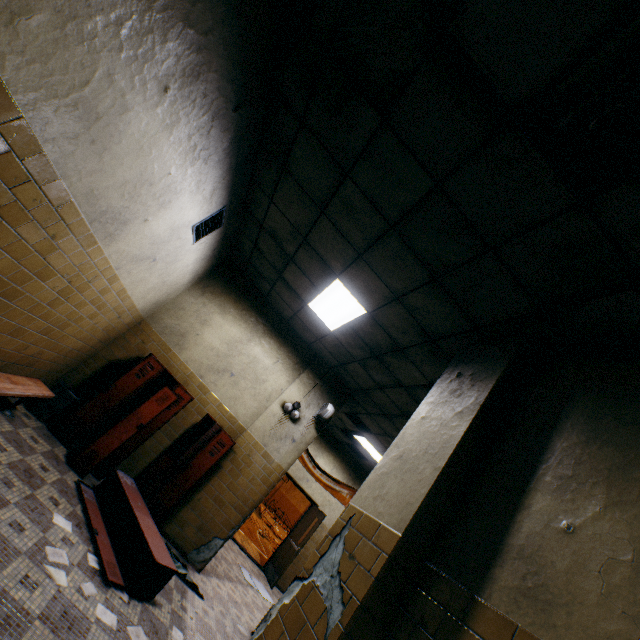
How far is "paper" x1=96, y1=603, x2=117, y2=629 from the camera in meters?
2.7 m

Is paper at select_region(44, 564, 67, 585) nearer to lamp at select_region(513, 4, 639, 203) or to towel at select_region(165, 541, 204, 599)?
towel at select_region(165, 541, 204, 599)

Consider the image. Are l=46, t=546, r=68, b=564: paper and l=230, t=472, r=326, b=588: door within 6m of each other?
no

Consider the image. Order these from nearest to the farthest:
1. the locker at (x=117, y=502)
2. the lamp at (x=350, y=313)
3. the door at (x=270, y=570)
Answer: the locker at (x=117, y=502), the lamp at (x=350, y=313), the door at (x=270, y=570)

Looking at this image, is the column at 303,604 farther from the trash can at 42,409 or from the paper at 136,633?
the trash can at 42,409

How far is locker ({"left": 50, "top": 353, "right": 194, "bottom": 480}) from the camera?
4.6 meters

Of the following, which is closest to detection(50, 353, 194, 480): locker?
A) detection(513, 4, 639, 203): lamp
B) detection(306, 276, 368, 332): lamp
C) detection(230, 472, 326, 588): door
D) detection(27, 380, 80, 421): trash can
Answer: detection(27, 380, 80, 421): trash can

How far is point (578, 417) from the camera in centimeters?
210cm
